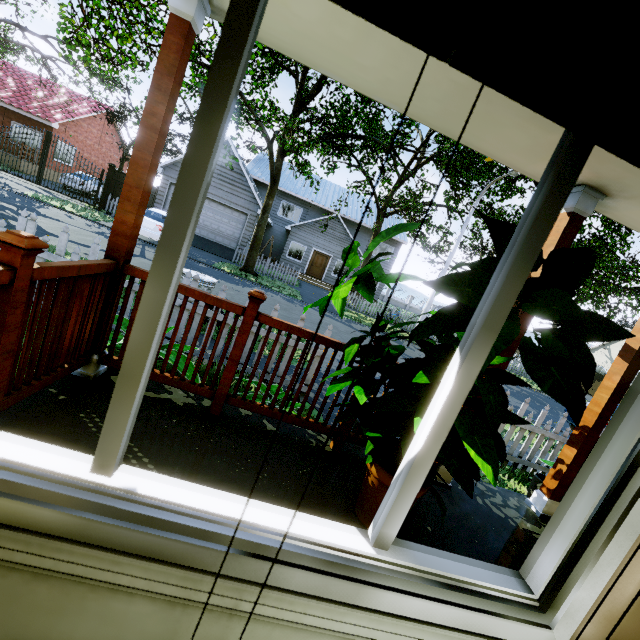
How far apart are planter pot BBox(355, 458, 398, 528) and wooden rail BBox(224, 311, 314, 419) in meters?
0.6

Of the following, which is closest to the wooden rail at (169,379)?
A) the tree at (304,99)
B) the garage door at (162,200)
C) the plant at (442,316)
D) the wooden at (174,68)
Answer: the wooden at (174,68)

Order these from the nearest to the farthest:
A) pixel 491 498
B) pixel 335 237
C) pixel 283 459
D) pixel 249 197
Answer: pixel 283 459, pixel 491 498, pixel 249 197, pixel 335 237

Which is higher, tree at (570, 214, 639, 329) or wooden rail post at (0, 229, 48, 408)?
tree at (570, 214, 639, 329)

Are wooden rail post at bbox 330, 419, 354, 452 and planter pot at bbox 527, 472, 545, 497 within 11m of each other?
yes

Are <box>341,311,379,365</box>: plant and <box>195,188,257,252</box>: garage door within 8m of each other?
no

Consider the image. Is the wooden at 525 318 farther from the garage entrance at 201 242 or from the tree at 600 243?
the garage entrance at 201 242

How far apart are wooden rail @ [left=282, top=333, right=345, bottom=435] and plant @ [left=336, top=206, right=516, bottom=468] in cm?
8
